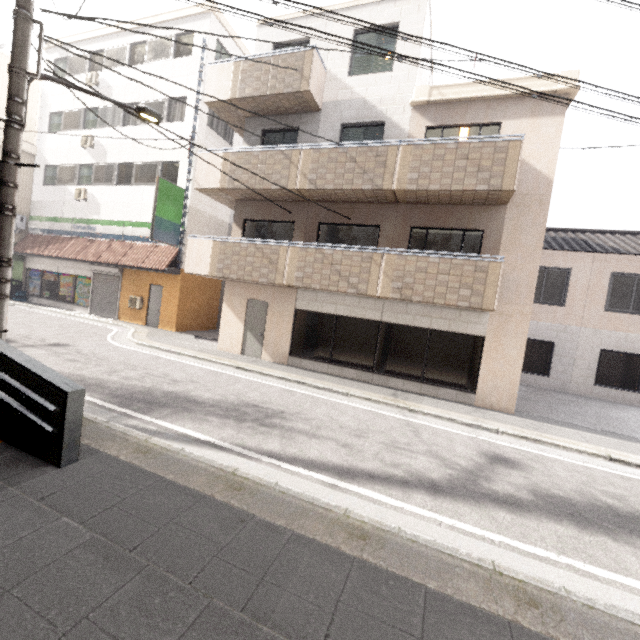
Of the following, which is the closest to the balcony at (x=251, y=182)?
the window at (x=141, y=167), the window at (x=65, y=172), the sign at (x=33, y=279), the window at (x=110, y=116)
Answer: the window at (x=141, y=167)

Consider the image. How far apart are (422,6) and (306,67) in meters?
3.9

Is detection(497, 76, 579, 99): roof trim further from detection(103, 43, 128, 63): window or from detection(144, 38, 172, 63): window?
detection(103, 43, 128, 63): window

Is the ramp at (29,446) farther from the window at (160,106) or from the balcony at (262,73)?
the window at (160,106)

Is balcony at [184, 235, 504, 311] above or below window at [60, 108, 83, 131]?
below

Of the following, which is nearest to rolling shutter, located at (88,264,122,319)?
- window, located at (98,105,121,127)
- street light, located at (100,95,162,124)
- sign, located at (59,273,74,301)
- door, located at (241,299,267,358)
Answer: sign, located at (59,273,74,301)

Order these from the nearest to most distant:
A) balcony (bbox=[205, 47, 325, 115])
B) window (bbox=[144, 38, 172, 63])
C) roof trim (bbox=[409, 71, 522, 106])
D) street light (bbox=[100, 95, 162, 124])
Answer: street light (bbox=[100, 95, 162, 124]) < roof trim (bbox=[409, 71, 522, 106]) < balcony (bbox=[205, 47, 325, 115]) < window (bbox=[144, 38, 172, 63])

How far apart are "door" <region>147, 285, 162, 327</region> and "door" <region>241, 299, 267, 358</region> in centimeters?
627cm
